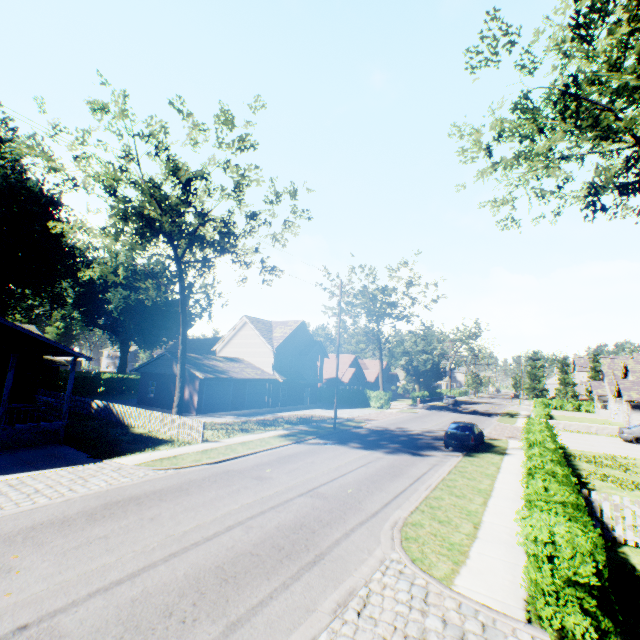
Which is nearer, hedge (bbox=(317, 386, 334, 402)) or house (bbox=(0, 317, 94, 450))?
house (bbox=(0, 317, 94, 450))

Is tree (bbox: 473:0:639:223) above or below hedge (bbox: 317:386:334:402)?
above

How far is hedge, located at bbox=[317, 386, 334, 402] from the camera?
47.36m

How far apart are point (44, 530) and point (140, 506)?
2.3 meters

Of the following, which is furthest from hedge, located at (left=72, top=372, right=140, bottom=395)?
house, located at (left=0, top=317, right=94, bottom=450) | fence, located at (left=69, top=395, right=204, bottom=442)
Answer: house, located at (left=0, top=317, right=94, bottom=450)

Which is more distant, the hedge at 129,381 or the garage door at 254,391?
the hedge at 129,381

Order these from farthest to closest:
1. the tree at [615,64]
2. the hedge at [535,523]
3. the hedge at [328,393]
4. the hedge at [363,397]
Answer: the hedge at [328,393] < the hedge at [363,397] < the tree at [615,64] < the hedge at [535,523]
